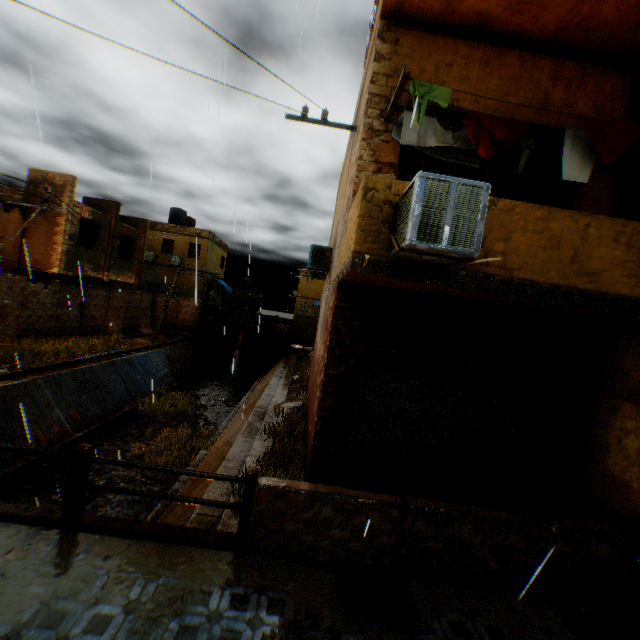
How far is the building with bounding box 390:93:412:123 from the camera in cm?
575

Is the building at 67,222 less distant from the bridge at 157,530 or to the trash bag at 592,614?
the trash bag at 592,614

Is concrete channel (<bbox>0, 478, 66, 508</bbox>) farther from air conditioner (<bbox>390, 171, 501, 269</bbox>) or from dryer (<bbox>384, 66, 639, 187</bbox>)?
dryer (<bbox>384, 66, 639, 187</bbox>)

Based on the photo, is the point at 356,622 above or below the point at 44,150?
below

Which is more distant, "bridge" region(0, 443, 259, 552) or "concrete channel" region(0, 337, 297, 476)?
"concrete channel" region(0, 337, 297, 476)

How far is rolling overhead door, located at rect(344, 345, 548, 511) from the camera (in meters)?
5.77

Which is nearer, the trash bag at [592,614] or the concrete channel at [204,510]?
the trash bag at [592,614]

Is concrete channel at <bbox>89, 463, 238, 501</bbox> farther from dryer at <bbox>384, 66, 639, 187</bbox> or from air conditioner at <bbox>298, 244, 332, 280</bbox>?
dryer at <bbox>384, 66, 639, 187</bbox>
